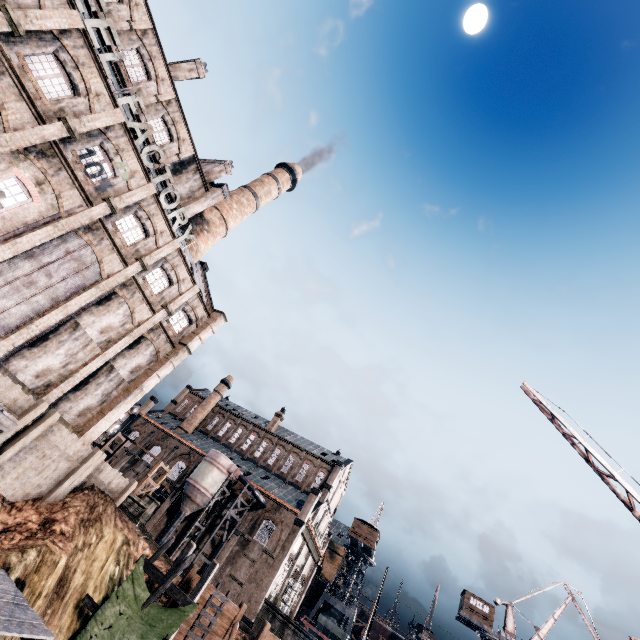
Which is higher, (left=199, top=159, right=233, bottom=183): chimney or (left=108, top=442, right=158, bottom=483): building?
(left=199, top=159, right=233, bottom=183): chimney

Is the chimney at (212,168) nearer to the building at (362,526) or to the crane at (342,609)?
the building at (362,526)

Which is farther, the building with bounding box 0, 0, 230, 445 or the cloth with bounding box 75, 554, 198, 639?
the building with bounding box 0, 0, 230, 445

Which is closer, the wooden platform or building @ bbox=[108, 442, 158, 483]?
the wooden platform

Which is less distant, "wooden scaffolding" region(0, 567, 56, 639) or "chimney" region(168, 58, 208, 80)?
"wooden scaffolding" region(0, 567, 56, 639)

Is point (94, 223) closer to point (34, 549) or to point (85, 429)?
point (85, 429)

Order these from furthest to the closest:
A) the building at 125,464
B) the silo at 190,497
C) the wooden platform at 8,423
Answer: the building at 125,464 → the silo at 190,497 → the wooden platform at 8,423

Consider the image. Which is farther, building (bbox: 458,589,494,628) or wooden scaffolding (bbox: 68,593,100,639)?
building (bbox: 458,589,494,628)
